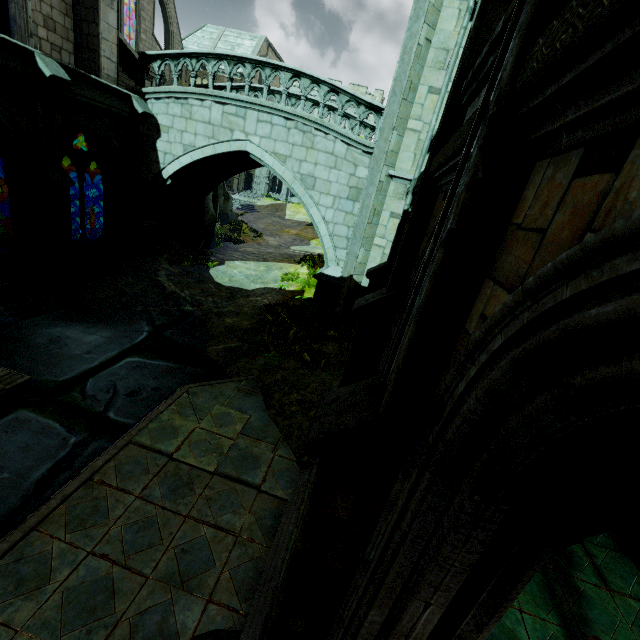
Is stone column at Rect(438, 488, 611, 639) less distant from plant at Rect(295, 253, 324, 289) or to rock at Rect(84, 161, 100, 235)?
plant at Rect(295, 253, 324, 289)

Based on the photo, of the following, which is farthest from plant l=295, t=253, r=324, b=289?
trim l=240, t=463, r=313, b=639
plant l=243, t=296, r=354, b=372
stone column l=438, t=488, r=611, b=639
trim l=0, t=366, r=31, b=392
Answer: stone column l=438, t=488, r=611, b=639

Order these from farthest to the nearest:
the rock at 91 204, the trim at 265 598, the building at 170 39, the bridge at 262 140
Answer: the rock at 91 204, the bridge at 262 140, the building at 170 39, the trim at 265 598

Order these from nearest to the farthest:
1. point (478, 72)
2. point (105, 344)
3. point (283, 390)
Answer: point (478, 72) < point (283, 390) < point (105, 344)

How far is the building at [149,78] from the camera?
13.73m

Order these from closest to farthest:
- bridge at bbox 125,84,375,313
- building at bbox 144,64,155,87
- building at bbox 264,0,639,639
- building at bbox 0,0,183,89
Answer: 1. building at bbox 264,0,639,639
2. building at bbox 0,0,183,89
3. bridge at bbox 125,84,375,313
4. building at bbox 144,64,155,87

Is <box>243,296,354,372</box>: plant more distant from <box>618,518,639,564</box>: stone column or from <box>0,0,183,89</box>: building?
<box>618,518,639,564</box>: stone column

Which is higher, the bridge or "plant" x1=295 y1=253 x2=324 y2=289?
the bridge
